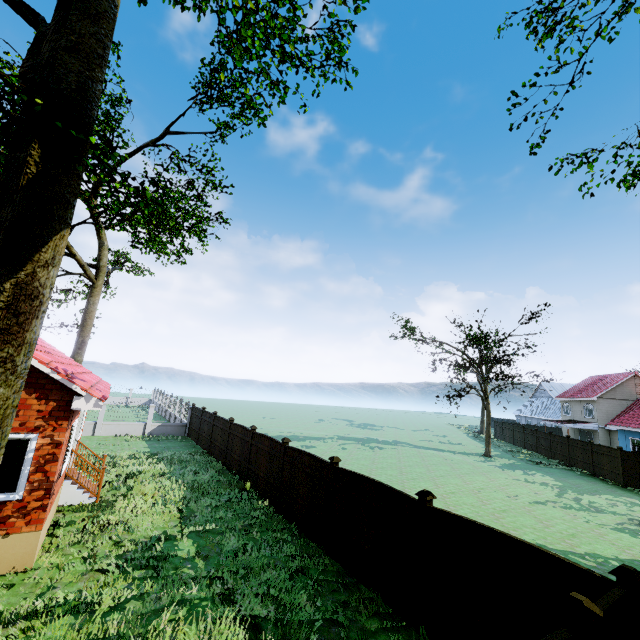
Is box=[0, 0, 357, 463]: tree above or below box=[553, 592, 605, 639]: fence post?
above

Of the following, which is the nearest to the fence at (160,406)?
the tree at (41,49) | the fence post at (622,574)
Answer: the fence post at (622,574)

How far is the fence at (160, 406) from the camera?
22.7m

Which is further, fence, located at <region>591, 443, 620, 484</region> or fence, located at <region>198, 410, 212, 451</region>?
fence, located at <region>591, 443, 620, 484</region>

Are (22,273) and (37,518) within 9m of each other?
yes

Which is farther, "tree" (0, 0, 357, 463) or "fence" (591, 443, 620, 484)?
"fence" (591, 443, 620, 484)

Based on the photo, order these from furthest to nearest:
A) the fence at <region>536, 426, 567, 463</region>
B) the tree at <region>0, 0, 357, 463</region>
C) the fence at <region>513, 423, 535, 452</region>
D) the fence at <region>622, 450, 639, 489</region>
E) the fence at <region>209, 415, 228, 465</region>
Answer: the fence at <region>513, 423, 535, 452</region> < the fence at <region>536, 426, 567, 463</region> < the fence at <region>622, 450, 639, 489</region> < the fence at <region>209, 415, 228, 465</region> < the tree at <region>0, 0, 357, 463</region>

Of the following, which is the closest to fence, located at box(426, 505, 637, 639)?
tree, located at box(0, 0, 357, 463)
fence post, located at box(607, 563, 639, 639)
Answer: fence post, located at box(607, 563, 639, 639)
